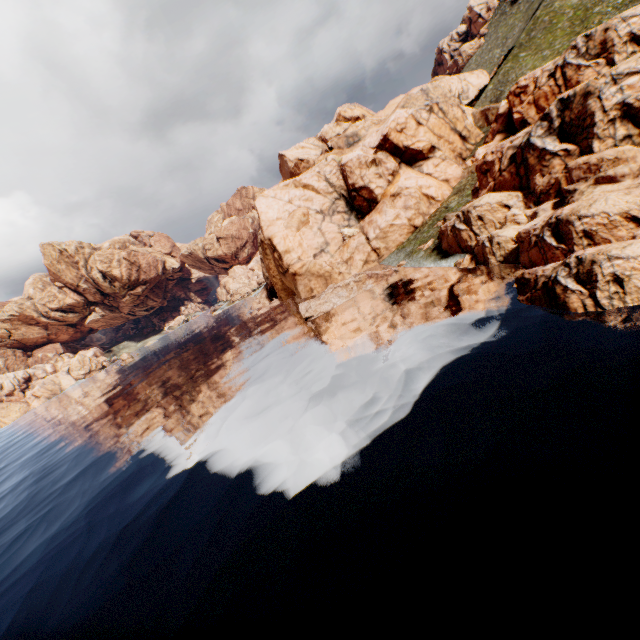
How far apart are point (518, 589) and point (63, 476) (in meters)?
35.25
